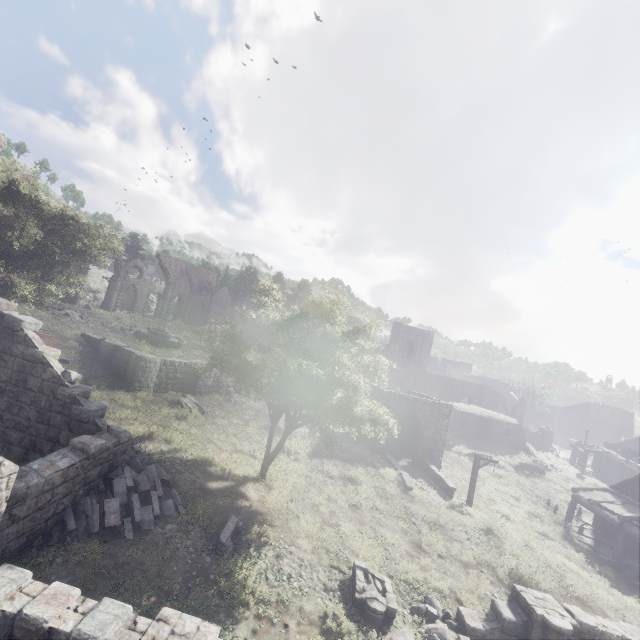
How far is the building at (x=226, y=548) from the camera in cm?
1028

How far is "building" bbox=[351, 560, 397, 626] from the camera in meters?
9.7 m

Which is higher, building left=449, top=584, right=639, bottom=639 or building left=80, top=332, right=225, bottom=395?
building left=80, top=332, right=225, bottom=395

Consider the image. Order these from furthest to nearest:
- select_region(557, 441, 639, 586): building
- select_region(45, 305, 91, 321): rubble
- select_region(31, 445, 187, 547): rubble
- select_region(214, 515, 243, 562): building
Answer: select_region(45, 305, 91, 321): rubble, select_region(557, 441, 639, 586): building, select_region(214, 515, 243, 562): building, select_region(31, 445, 187, 547): rubble

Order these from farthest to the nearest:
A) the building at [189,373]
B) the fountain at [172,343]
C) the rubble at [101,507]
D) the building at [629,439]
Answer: the building at [629,439]
the fountain at [172,343]
the building at [189,373]
the rubble at [101,507]

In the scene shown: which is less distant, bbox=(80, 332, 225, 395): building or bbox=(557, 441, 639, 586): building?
bbox=(557, 441, 639, 586): building

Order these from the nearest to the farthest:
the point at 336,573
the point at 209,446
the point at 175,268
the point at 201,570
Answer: the point at 201,570 → the point at 336,573 → the point at 209,446 → the point at 175,268

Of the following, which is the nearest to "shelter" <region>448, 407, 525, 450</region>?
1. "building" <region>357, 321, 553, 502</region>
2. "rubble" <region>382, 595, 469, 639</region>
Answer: "building" <region>357, 321, 553, 502</region>
